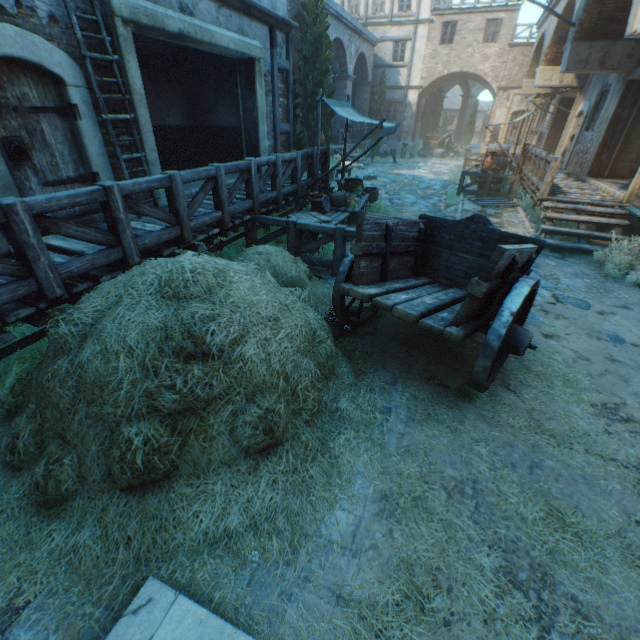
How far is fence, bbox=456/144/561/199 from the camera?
8.66m

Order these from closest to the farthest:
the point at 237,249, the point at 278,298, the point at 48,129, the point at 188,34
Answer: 1. the point at 278,298
2. the point at 48,129
3. the point at 188,34
4. the point at 237,249

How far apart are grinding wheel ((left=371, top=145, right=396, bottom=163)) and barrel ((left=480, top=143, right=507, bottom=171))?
6.75m

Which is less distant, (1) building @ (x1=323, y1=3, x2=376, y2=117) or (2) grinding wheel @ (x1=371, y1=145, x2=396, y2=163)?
(1) building @ (x1=323, y1=3, x2=376, y2=117)

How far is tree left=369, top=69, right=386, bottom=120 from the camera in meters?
24.7 m

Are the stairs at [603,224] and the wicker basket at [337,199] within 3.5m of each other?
no

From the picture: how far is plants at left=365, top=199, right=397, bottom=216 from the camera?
9.9m

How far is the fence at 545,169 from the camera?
8.7 meters
